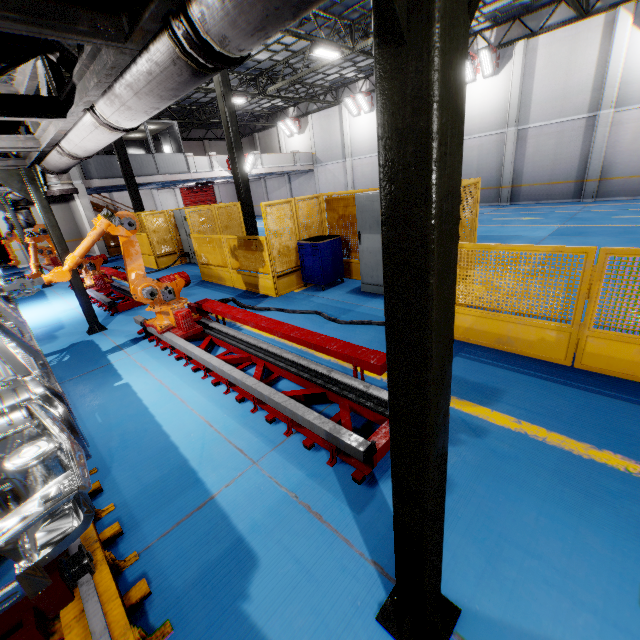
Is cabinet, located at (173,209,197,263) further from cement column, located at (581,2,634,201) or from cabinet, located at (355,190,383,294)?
cement column, located at (581,2,634,201)

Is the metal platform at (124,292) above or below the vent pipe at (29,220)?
below

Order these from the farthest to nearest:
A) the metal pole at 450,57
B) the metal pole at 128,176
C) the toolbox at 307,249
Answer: the metal pole at 128,176, the toolbox at 307,249, the metal pole at 450,57

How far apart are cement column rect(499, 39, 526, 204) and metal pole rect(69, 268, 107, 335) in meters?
21.3

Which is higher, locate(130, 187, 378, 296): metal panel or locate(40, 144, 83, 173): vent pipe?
locate(40, 144, 83, 173): vent pipe

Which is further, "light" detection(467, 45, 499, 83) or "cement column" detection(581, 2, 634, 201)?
"light" detection(467, 45, 499, 83)

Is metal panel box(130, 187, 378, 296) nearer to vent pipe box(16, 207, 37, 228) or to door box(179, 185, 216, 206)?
vent pipe box(16, 207, 37, 228)

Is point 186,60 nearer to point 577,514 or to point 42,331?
point 577,514
